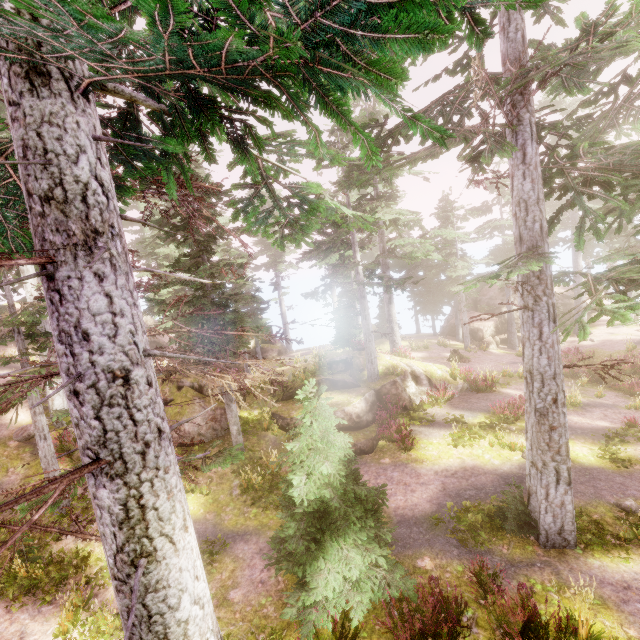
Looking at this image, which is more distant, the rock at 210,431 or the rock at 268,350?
the rock at 268,350

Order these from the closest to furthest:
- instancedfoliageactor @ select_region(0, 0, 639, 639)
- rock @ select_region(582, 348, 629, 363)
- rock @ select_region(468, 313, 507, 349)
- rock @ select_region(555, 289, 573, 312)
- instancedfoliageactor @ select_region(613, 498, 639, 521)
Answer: instancedfoliageactor @ select_region(0, 0, 639, 639) → instancedfoliageactor @ select_region(613, 498, 639, 521) → rock @ select_region(582, 348, 629, 363) → rock @ select_region(468, 313, 507, 349) → rock @ select_region(555, 289, 573, 312)

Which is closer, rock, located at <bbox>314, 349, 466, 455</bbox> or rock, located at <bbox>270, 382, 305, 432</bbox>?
rock, located at <bbox>314, 349, 466, 455</bbox>

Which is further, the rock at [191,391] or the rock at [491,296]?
the rock at [491,296]

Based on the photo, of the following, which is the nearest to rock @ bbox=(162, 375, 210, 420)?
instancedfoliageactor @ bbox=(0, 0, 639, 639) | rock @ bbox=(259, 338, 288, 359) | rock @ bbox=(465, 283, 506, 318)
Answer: instancedfoliageactor @ bbox=(0, 0, 639, 639)

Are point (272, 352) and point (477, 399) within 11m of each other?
no

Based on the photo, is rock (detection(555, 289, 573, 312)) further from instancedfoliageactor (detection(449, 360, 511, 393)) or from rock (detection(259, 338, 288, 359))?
rock (detection(259, 338, 288, 359))

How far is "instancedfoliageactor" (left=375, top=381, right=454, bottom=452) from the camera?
14.1m
